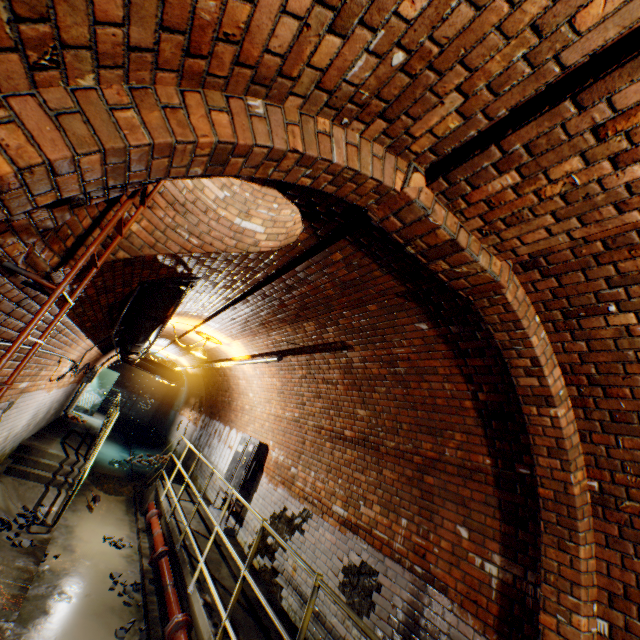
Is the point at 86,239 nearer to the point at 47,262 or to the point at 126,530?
the point at 47,262

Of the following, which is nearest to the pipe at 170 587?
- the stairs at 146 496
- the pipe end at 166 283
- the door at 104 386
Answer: the stairs at 146 496

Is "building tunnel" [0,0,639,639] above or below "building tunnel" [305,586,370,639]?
above

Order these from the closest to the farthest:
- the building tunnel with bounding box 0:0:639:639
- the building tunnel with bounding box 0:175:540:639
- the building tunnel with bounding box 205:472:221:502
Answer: the building tunnel with bounding box 0:0:639:639, the building tunnel with bounding box 0:175:540:639, the building tunnel with bounding box 205:472:221:502

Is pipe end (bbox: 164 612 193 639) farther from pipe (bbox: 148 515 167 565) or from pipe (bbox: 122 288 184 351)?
pipe (bbox: 122 288 184 351)

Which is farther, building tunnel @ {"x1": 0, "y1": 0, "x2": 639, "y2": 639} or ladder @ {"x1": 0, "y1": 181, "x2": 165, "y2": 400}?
ladder @ {"x1": 0, "y1": 181, "x2": 165, "y2": 400}

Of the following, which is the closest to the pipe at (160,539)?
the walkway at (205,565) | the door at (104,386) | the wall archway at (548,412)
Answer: the walkway at (205,565)

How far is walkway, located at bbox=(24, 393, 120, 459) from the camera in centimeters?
796cm
